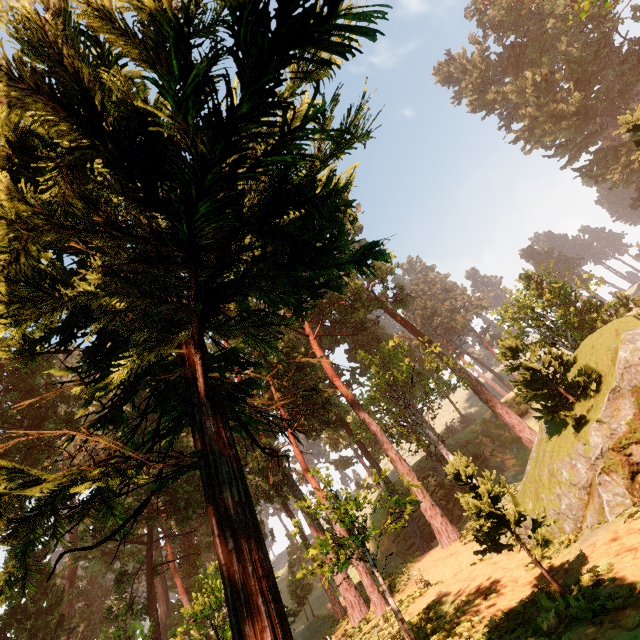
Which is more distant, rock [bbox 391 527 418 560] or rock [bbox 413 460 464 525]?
rock [bbox 413 460 464 525]

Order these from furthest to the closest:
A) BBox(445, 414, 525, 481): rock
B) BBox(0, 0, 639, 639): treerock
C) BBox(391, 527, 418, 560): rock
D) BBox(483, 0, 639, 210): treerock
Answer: BBox(483, 0, 639, 210): treerock, BBox(445, 414, 525, 481): rock, BBox(391, 527, 418, 560): rock, BBox(0, 0, 639, 639): treerock

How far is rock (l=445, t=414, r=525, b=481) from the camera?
39.66m

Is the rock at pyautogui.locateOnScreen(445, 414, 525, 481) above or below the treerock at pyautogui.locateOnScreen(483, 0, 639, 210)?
below

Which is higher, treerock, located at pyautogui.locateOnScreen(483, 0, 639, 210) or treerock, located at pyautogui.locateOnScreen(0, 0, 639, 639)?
treerock, located at pyautogui.locateOnScreen(483, 0, 639, 210)

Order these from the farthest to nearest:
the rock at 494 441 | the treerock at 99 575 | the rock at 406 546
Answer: the rock at 494 441 → the rock at 406 546 → the treerock at 99 575

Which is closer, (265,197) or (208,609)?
(265,197)

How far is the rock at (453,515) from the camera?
36.5 meters
